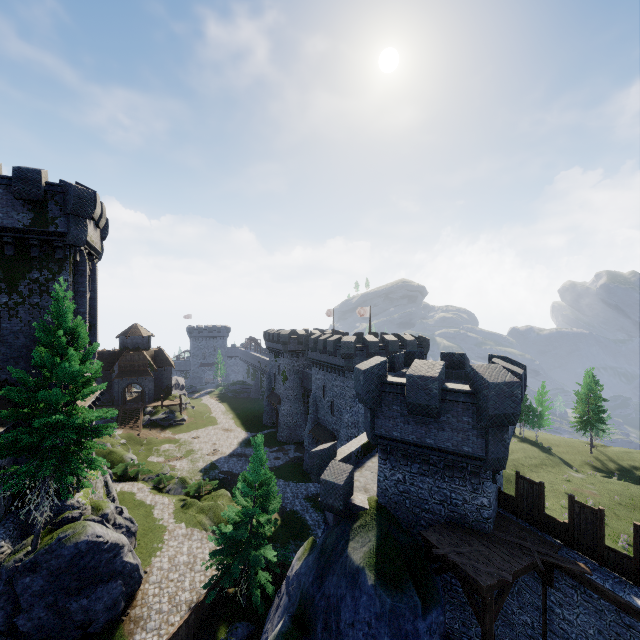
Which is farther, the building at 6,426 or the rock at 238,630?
the rock at 238,630

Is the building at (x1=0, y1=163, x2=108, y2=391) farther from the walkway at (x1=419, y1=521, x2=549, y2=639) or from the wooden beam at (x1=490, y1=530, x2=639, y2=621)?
the wooden beam at (x1=490, y1=530, x2=639, y2=621)

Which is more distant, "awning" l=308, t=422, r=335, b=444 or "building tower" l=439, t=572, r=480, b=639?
"awning" l=308, t=422, r=335, b=444

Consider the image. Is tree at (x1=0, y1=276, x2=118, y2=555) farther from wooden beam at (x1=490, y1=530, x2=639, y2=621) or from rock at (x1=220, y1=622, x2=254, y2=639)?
wooden beam at (x1=490, y1=530, x2=639, y2=621)

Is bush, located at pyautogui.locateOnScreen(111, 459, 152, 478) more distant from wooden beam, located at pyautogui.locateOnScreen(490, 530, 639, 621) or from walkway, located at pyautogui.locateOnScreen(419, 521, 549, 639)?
wooden beam, located at pyautogui.locateOnScreen(490, 530, 639, 621)

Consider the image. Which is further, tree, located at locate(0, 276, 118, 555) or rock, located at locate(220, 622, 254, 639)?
rock, located at locate(220, 622, 254, 639)

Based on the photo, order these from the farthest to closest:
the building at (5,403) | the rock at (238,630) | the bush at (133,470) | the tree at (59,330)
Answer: the bush at (133,470), the rock at (238,630), the building at (5,403), the tree at (59,330)

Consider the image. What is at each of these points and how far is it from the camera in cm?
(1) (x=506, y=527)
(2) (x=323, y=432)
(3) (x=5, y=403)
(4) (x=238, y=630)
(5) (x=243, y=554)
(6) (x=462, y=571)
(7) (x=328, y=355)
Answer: (1) walkway, 1334
(2) awning, 3775
(3) building, 1881
(4) rock, 1923
(5) tree, 1950
(6) walkway, 1152
(7) building, 3672
